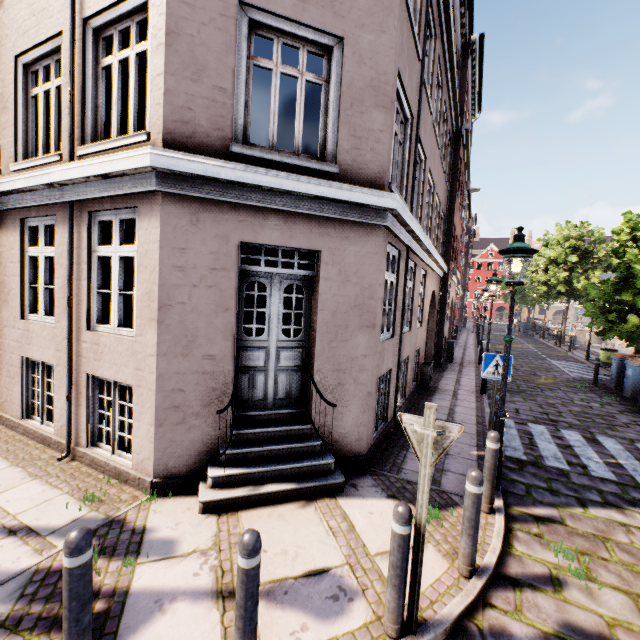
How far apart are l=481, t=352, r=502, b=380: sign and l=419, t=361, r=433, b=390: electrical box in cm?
410

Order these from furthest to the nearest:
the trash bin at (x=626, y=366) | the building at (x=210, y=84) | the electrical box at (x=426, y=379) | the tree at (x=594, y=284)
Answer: the tree at (x=594, y=284) → the trash bin at (x=626, y=366) → the electrical box at (x=426, y=379) → the building at (x=210, y=84)

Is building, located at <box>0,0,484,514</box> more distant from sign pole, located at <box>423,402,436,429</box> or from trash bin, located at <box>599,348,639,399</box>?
trash bin, located at <box>599,348,639,399</box>

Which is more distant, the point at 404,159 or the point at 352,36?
the point at 404,159

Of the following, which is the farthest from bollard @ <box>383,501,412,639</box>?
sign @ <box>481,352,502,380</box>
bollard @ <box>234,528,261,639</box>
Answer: sign @ <box>481,352,502,380</box>

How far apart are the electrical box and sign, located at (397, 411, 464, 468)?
8.1 meters

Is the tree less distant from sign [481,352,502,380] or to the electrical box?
sign [481,352,502,380]

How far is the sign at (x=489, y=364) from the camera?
6.1 meters
